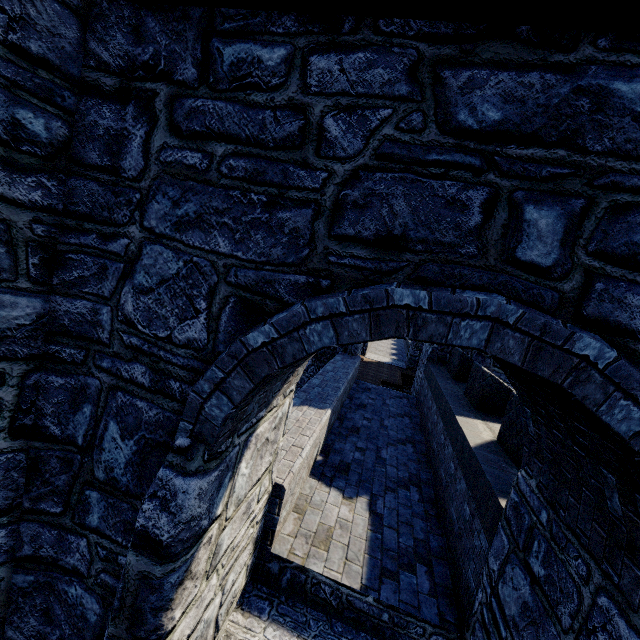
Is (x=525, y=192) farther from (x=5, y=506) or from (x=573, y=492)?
(x=5, y=506)
